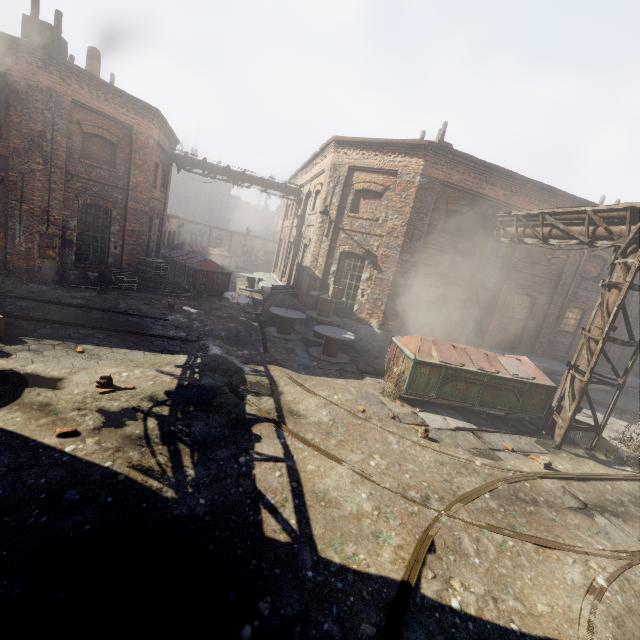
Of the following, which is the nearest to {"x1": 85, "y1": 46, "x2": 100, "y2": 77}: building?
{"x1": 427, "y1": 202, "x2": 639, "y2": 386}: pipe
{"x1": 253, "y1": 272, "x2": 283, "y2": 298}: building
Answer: {"x1": 253, "y1": 272, "x2": 283, "y2": 298}: building

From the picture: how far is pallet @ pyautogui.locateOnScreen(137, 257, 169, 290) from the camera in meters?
15.2

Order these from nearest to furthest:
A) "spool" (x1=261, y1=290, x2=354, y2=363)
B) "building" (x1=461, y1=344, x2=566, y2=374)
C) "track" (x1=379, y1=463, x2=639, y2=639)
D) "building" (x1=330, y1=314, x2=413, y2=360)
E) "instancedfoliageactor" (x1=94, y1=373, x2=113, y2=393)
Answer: "track" (x1=379, y1=463, x2=639, y2=639) → "instancedfoliageactor" (x1=94, y1=373, x2=113, y2=393) → "spool" (x1=261, y1=290, x2=354, y2=363) → "building" (x1=330, y1=314, x2=413, y2=360) → "building" (x1=461, y1=344, x2=566, y2=374)

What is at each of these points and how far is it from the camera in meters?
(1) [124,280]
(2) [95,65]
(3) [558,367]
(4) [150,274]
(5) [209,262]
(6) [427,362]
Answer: (1) pallet, 14.4
(2) building, 15.7
(3) building, 15.3
(4) pallet, 15.3
(5) trash container, 17.2
(6) trash container, 8.9

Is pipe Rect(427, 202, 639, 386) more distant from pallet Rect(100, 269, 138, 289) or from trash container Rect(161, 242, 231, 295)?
pallet Rect(100, 269, 138, 289)

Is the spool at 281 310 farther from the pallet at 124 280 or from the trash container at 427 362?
the pallet at 124 280

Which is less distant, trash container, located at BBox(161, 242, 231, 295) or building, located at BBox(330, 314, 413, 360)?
building, located at BBox(330, 314, 413, 360)

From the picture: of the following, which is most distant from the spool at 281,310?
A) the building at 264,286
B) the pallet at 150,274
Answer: the pallet at 150,274
